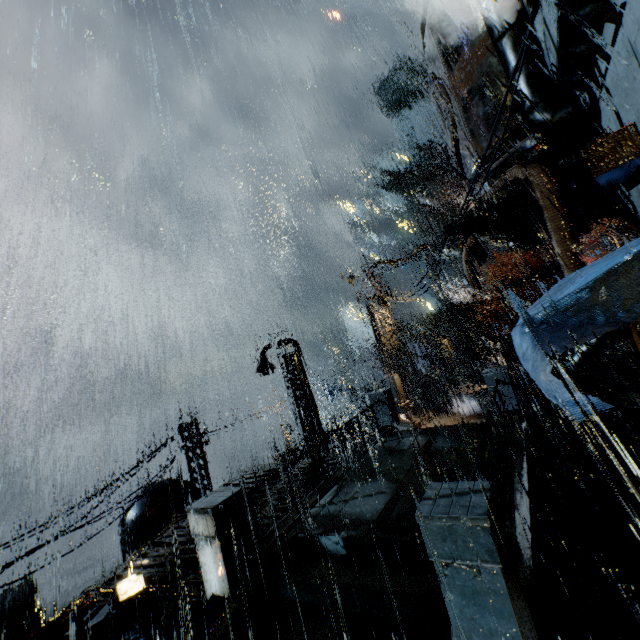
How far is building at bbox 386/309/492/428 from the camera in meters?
19.4 m

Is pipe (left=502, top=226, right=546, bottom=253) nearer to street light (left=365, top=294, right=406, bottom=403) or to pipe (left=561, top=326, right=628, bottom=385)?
pipe (left=561, top=326, right=628, bottom=385)

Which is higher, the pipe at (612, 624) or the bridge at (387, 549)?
the bridge at (387, 549)

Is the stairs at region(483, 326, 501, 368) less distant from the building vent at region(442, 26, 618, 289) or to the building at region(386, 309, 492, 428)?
the building at region(386, 309, 492, 428)

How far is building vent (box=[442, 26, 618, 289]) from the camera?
7.8 meters

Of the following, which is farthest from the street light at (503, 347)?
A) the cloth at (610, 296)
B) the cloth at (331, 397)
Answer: the cloth at (331, 397)

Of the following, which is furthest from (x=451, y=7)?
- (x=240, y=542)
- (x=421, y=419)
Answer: (x=421, y=419)

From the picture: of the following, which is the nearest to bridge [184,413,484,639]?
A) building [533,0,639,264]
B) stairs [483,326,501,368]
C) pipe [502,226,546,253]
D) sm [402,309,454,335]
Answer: building [533,0,639,264]
